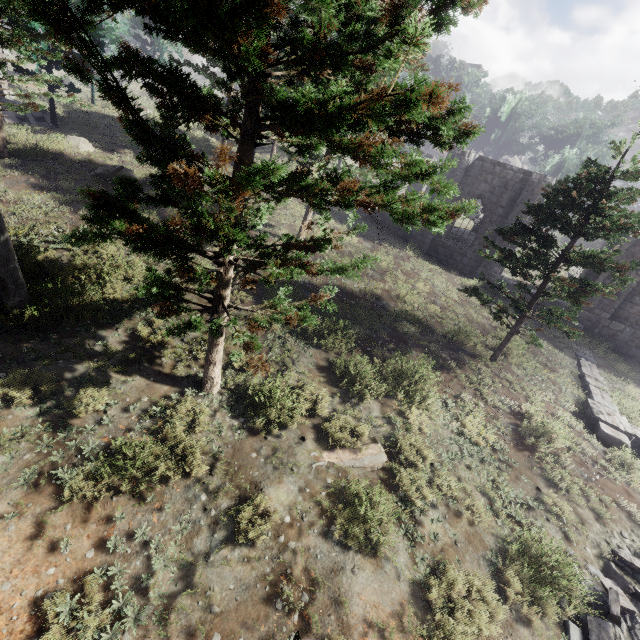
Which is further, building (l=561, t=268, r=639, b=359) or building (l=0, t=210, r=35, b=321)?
building (l=561, t=268, r=639, b=359)

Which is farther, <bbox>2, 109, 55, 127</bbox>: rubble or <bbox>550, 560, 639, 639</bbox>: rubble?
<bbox>2, 109, 55, 127</bbox>: rubble

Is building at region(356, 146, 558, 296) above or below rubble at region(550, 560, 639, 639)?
above

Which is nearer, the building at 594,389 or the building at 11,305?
the building at 11,305

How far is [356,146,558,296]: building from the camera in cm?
1803

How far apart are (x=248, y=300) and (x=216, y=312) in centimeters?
440cm

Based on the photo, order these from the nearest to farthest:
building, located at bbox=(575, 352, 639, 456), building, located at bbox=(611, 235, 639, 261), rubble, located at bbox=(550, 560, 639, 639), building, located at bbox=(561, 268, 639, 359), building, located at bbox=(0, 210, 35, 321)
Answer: rubble, located at bbox=(550, 560, 639, 639) < building, located at bbox=(0, 210, 35, 321) < building, located at bbox=(575, 352, 639, 456) < building, located at bbox=(611, 235, 639, 261) < building, located at bbox=(561, 268, 639, 359)

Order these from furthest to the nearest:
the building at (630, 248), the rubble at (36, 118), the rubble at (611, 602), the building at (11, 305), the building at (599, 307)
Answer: the rubble at (36, 118)
the building at (599, 307)
the building at (630, 248)
the building at (11, 305)
the rubble at (611, 602)
